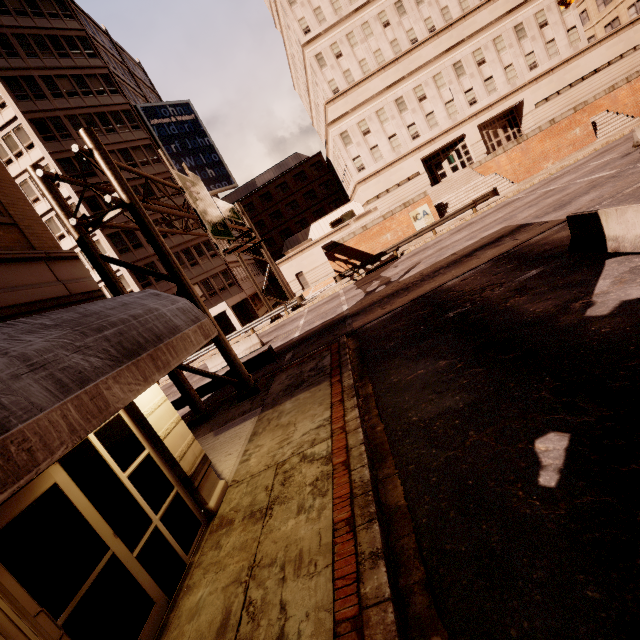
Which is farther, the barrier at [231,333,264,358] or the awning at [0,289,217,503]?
the barrier at [231,333,264,358]

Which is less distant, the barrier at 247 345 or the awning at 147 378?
the awning at 147 378

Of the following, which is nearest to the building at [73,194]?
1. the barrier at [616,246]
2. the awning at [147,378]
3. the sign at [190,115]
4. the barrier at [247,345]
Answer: the sign at [190,115]

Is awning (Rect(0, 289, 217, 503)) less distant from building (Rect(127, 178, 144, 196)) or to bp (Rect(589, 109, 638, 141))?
building (Rect(127, 178, 144, 196))

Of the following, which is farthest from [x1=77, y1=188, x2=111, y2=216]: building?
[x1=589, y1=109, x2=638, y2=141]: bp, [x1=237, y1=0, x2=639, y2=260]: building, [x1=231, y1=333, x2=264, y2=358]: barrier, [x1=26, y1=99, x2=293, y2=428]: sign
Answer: [x1=589, y1=109, x2=638, y2=141]: bp

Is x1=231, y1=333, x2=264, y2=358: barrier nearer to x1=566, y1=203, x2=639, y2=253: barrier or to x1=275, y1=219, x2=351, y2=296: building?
x1=566, y1=203, x2=639, y2=253: barrier

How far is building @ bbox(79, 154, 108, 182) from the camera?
30.0 meters

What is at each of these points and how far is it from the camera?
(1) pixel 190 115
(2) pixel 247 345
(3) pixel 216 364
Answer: (1) sign, 37.25m
(2) barrier, 20.88m
(3) barrier, 21.22m
